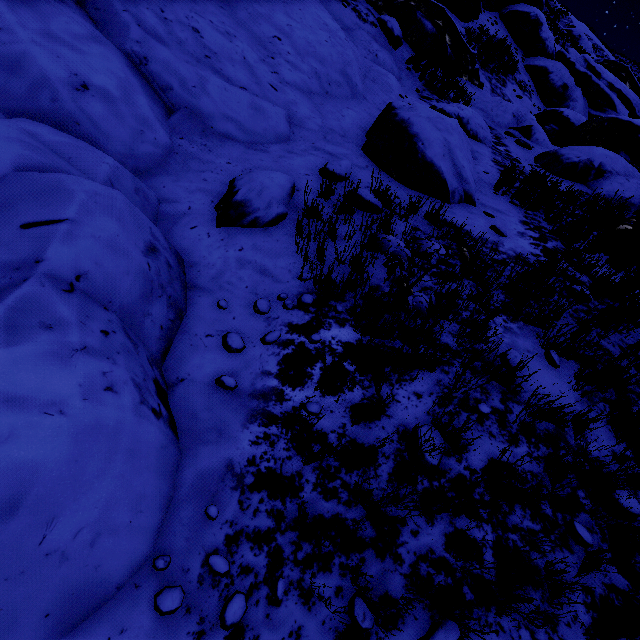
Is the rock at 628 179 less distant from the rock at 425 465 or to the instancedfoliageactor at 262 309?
the instancedfoliageactor at 262 309

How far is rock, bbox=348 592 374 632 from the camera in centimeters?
171cm

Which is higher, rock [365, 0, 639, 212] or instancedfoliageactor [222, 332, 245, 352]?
rock [365, 0, 639, 212]

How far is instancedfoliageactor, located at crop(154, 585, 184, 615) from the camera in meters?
1.5

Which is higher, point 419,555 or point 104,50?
point 104,50

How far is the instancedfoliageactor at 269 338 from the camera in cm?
284

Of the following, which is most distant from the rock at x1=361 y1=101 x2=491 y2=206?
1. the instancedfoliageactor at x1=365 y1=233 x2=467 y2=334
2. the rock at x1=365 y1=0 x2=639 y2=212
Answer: the instancedfoliageactor at x1=365 y1=233 x2=467 y2=334
